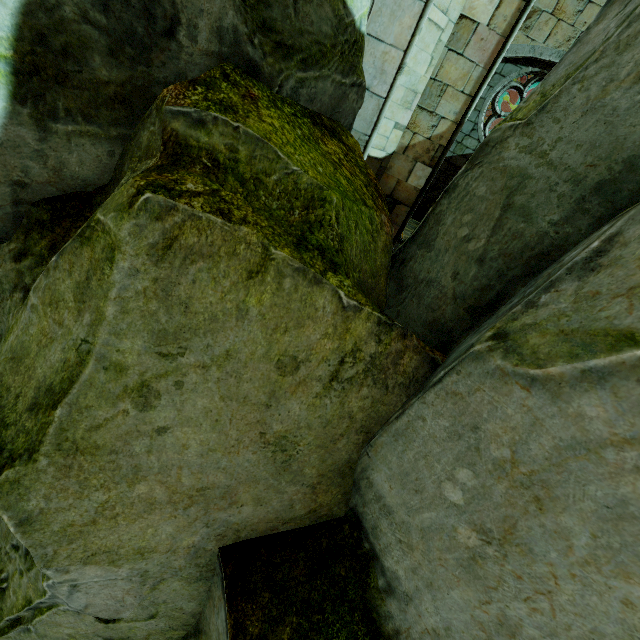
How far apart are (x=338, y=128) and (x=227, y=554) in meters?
3.0 m

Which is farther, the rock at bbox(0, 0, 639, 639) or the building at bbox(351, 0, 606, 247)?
the building at bbox(351, 0, 606, 247)

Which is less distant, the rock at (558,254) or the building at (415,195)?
the rock at (558,254)
